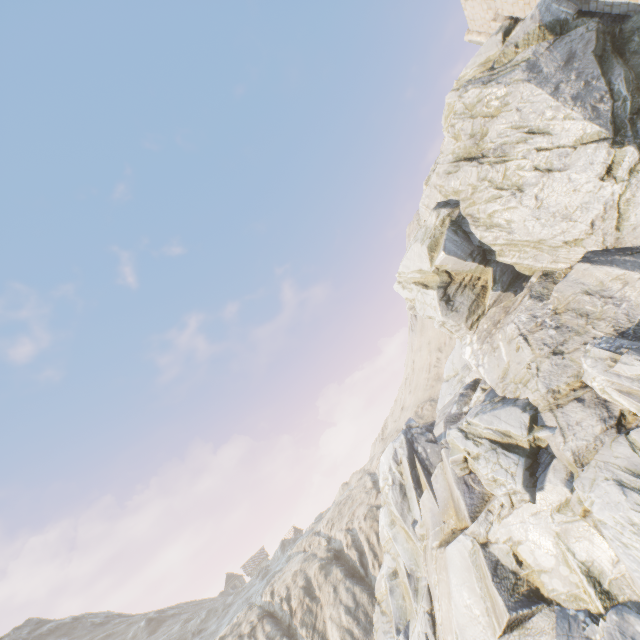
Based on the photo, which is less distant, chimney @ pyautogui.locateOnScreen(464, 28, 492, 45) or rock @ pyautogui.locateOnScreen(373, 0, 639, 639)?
rock @ pyautogui.locateOnScreen(373, 0, 639, 639)

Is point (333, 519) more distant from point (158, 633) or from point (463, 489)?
point (158, 633)

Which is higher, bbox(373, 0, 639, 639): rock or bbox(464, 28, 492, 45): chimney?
bbox(464, 28, 492, 45): chimney

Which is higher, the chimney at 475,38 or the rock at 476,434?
the chimney at 475,38

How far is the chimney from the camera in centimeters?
2770cm

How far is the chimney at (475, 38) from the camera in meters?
27.7 m
